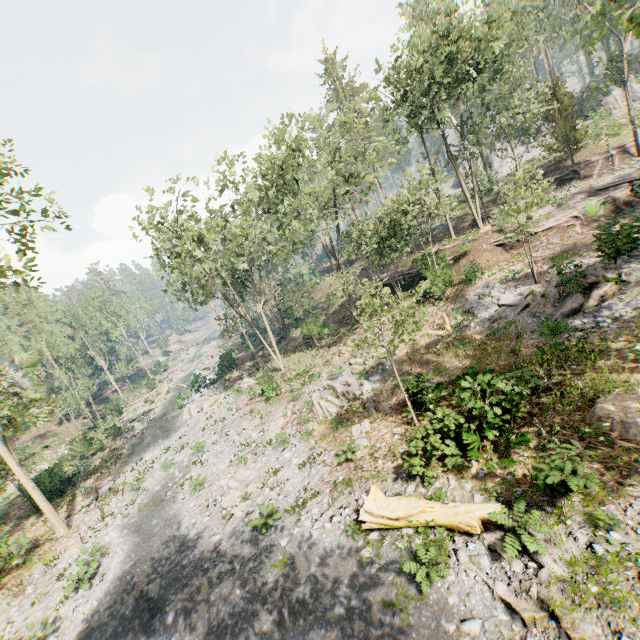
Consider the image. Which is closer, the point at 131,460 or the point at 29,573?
the point at 29,573

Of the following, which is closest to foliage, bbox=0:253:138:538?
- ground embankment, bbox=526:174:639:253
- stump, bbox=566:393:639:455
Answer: ground embankment, bbox=526:174:639:253

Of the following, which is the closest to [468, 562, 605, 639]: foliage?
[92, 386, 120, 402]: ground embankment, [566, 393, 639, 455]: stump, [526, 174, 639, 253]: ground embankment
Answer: [92, 386, 120, 402]: ground embankment

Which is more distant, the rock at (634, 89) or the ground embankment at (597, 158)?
the rock at (634, 89)

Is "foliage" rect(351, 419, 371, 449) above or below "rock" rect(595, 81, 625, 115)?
below

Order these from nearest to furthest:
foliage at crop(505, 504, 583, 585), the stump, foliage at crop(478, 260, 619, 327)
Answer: foliage at crop(505, 504, 583, 585), the stump, foliage at crop(478, 260, 619, 327)

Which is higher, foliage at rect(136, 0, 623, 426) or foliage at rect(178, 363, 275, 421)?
foliage at rect(136, 0, 623, 426)

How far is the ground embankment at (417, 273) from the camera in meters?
27.2
